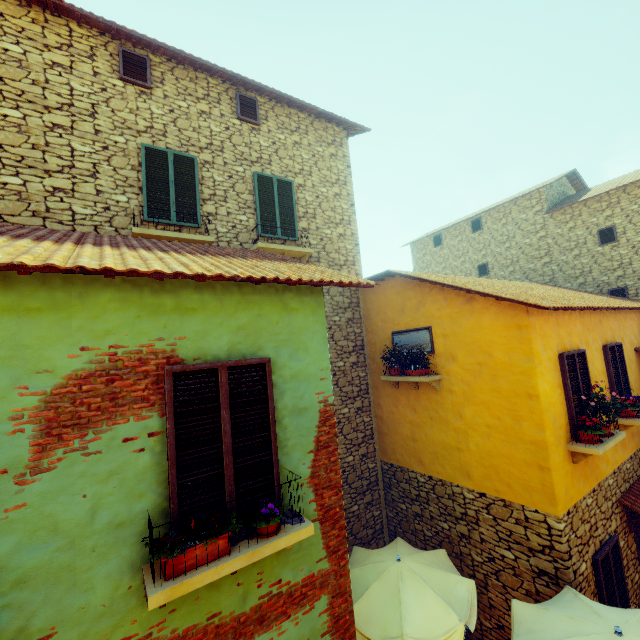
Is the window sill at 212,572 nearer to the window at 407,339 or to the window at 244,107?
the window at 407,339

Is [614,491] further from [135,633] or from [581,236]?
[581,236]

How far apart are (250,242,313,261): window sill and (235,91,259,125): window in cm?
317

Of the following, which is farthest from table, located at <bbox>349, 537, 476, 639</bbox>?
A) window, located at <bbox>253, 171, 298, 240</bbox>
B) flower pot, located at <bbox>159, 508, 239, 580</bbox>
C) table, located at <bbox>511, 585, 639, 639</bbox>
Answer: Result: window, located at <bbox>253, 171, 298, 240</bbox>

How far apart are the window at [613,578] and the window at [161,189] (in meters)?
10.04

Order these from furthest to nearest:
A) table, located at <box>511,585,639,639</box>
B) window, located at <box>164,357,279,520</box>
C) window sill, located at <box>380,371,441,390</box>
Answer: window sill, located at <box>380,371,441,390</box> < table, located at <box>511,585,639,639</box> < window, located at <box>164,357,279,520</box>

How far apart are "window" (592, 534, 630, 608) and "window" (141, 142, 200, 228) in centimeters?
1004cm

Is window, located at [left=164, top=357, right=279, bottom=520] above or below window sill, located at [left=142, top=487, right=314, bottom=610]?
above
